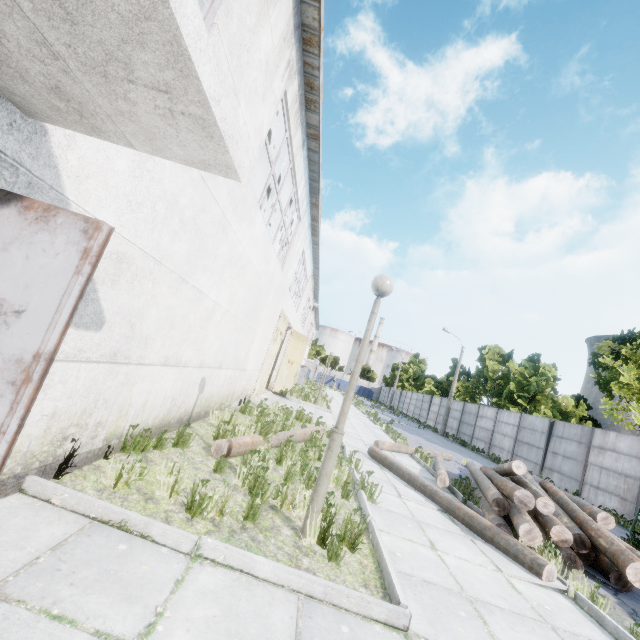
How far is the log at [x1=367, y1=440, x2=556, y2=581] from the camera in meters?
4.9

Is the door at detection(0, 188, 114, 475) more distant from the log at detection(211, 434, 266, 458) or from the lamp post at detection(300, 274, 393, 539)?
the log at detection(211, 434, 266, 458)

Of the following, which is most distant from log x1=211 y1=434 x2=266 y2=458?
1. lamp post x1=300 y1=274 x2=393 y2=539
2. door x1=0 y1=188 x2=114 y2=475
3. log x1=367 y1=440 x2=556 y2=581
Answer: door x1=0 y1=188 x2=114 y2=475

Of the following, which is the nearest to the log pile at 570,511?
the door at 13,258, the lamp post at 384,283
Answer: the lamp post at 384,283

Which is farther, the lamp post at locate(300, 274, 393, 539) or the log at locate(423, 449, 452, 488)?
the log at locate(423, 449, 452, 488)

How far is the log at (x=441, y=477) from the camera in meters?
8.3 m

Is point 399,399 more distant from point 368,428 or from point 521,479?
point 521,479
